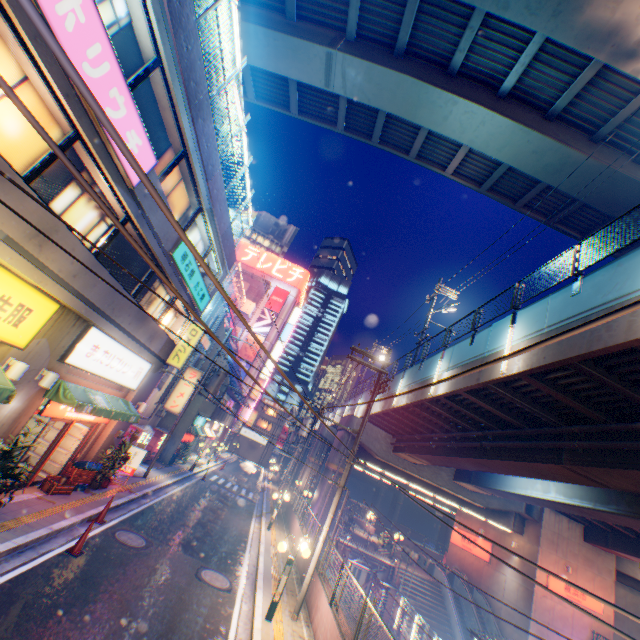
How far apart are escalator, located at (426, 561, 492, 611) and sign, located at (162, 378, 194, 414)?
27.2 meters

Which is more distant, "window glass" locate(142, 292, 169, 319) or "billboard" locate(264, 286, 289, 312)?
"billboard" locate(264, 286, 289, 312)

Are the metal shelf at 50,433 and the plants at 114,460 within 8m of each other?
yes

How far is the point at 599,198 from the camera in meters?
17.8 m

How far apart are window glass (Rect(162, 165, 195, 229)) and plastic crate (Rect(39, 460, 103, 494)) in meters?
8.7 m

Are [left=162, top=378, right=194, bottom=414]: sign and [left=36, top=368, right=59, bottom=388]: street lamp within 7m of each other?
no

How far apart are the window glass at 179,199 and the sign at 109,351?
4.3 meters

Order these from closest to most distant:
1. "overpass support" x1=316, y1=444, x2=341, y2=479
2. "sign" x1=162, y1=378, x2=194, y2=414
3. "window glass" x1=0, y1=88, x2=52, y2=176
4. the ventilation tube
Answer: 1. "window glass" x1=0, y1=88, x2=52, y2=176
2. the ventilation tube
3. "sign" x1=162, y1=378, x2=194, y2=414
4. "overpass support" x1=316, y1=444, x2=341, y2=479
